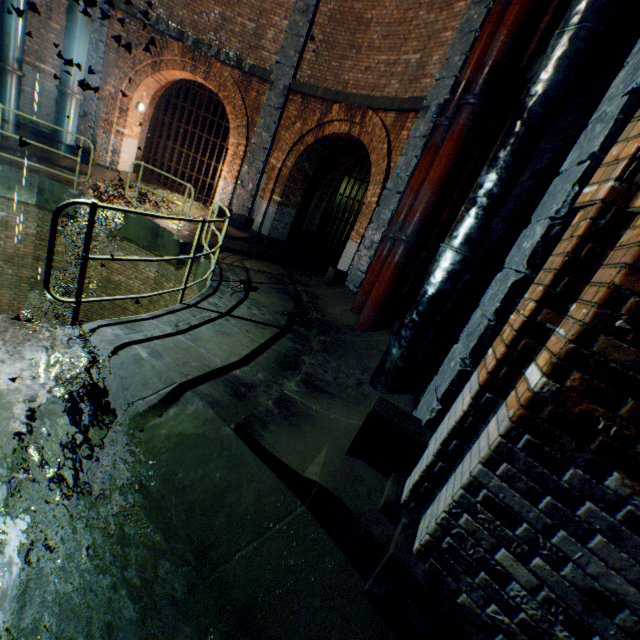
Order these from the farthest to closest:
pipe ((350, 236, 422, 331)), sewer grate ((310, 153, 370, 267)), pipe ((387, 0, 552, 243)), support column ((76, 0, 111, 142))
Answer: sewer grate ((310, 153, 370, 267)), pipe ((350, 236, 422, 331)), pipe ((387, 0, 552, 243)), support column ((76, 0, 111, 142))

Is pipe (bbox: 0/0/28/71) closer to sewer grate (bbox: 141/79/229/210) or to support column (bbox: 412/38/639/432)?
support column (bbox: 412/38/639/432)

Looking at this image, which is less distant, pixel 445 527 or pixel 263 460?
pixel 445 527

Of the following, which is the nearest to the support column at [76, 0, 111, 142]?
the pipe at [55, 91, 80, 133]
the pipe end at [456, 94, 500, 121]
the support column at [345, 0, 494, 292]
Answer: the pipe at [55, 91, 80, 133]

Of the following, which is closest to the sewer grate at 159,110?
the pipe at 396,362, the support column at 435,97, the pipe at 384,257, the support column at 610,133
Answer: the support column at 435,97

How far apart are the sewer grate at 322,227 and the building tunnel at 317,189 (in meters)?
0.00

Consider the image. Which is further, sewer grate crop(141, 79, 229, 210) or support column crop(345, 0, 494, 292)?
sewer grate crop(141, 79, 229, 210)

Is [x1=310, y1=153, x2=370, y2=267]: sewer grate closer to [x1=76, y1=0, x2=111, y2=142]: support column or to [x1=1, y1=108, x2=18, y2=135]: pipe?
[x1=76, y1=0, x2=111, y2=142]: support column
